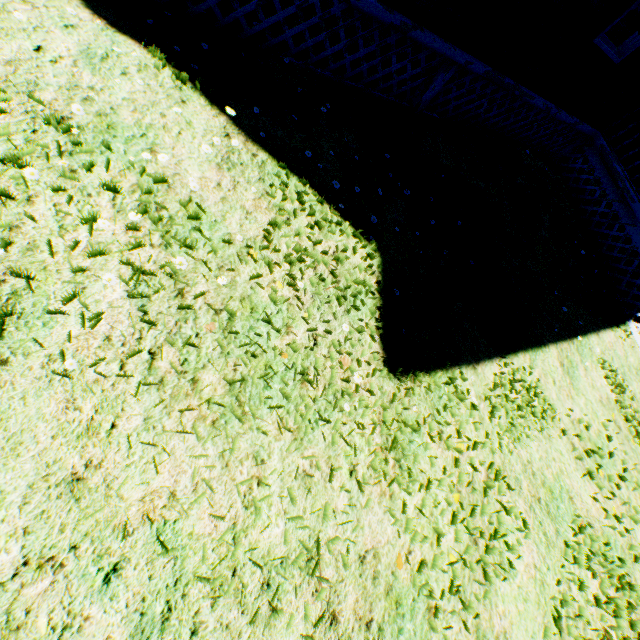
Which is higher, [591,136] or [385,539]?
[591,136]
